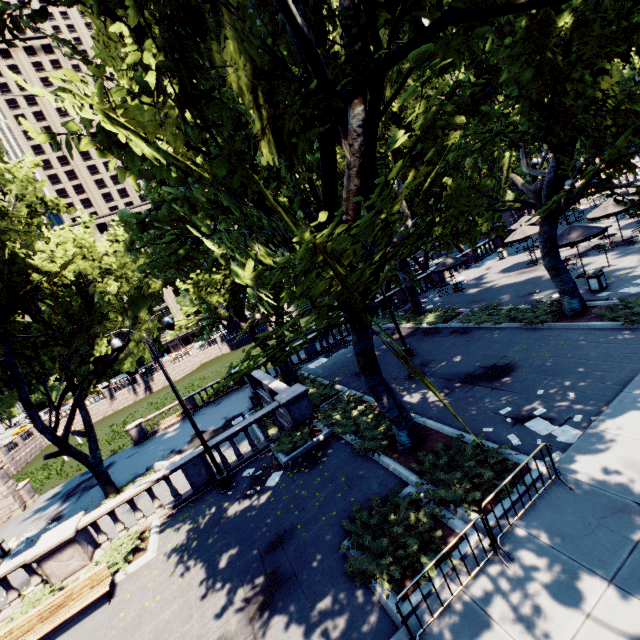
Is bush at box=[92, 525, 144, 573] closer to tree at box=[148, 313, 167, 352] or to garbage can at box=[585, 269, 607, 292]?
tree at box=[148, 313, 167, 352]

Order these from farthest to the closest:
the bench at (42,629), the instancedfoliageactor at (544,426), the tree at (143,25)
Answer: the bench at (42,629) < the instancedfoliageactor at (544,426) < the tree at (143,25)

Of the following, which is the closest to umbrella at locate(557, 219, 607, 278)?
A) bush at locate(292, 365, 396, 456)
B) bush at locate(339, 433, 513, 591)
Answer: bush at locate(292, 365, 396, 456)

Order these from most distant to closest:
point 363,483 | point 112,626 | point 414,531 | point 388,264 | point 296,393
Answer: point 388,264
point 296,393
point 363,483
point 112,626
point 414,531

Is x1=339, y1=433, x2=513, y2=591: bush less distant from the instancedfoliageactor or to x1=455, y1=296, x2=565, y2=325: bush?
the instancedfoliageactor

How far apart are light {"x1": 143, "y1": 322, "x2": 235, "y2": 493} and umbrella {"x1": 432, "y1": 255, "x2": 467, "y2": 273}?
20.4m

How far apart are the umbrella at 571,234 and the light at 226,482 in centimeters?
1960cm

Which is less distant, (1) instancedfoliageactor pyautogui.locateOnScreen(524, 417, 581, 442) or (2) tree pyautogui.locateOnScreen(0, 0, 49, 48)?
(2) tree pyautogui.locateOnScreen(0, 0, 49, 48)
